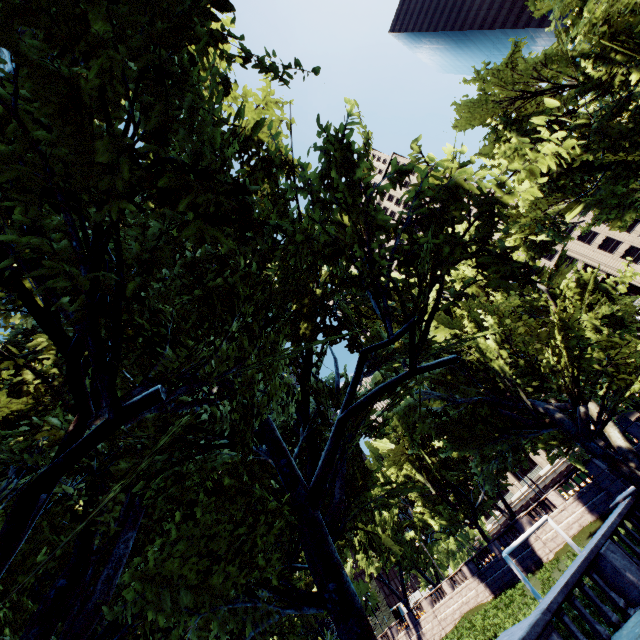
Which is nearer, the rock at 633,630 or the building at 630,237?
the rock at 633,630

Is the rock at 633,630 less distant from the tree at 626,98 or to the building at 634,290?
the tree at 626,98

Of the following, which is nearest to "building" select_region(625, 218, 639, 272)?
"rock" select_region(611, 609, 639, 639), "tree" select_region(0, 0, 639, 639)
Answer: "tree" select_region(0, 0, 639, 639)

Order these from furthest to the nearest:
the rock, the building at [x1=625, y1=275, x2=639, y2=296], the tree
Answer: the building at [x1=625, y1=275, x2=639, y2=296] → the rock → the tree

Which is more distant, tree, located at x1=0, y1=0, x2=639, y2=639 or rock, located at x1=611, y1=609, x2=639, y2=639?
rock, located at x1=611, y1=609, x2=639, y2=639

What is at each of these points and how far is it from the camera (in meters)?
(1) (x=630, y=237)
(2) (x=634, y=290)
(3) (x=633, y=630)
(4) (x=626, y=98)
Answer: (1) building, 59.38
(2) building, 58.94
(3) rock, 6.70
(4) tree, 11.63
